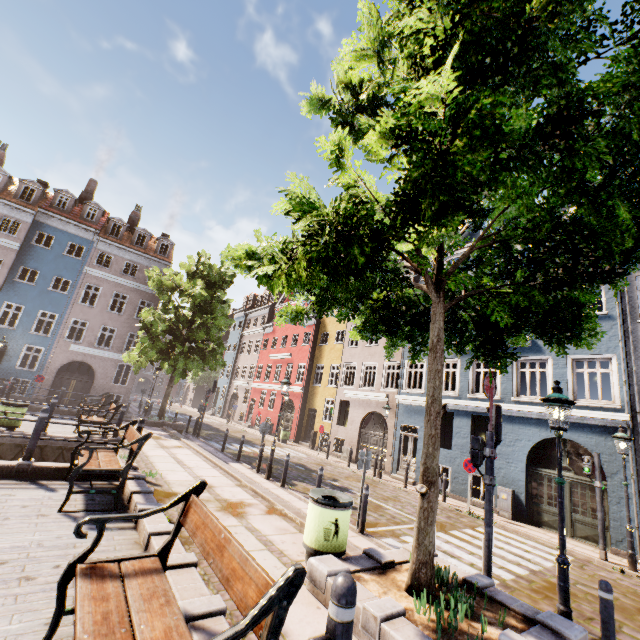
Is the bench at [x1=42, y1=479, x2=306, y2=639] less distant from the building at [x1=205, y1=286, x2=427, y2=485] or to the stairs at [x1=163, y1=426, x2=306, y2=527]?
the stairs at [x1=163, y1=426, x2=306, y2=527]

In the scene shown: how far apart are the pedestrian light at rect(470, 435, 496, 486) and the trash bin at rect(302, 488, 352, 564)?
2.8m

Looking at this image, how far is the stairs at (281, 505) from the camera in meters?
6.9 m

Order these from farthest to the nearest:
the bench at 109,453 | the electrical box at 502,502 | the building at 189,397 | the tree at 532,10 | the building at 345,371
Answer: the building at 189,397 → the building at 345,371 → the electrical box at 502,502 → the bench at 109,453 → the tree at 532,10

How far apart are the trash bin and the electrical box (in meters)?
10.71

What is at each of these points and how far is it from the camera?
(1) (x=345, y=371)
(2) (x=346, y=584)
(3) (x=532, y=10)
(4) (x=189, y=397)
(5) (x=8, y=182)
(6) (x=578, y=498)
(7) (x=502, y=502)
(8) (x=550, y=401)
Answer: (1) building, 23.9m
(2) bollard, 1.9m
(3) tree, 3.2m
(4) building, 51.3m
(5) building, 24.4m
(6) building, 11.5m
(7) electrical box, 12.8m
(8) street light, 5.6m

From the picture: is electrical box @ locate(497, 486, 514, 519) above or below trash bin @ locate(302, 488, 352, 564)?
below

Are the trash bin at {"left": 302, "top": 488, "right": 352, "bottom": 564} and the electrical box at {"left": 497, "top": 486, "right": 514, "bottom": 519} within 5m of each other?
no
